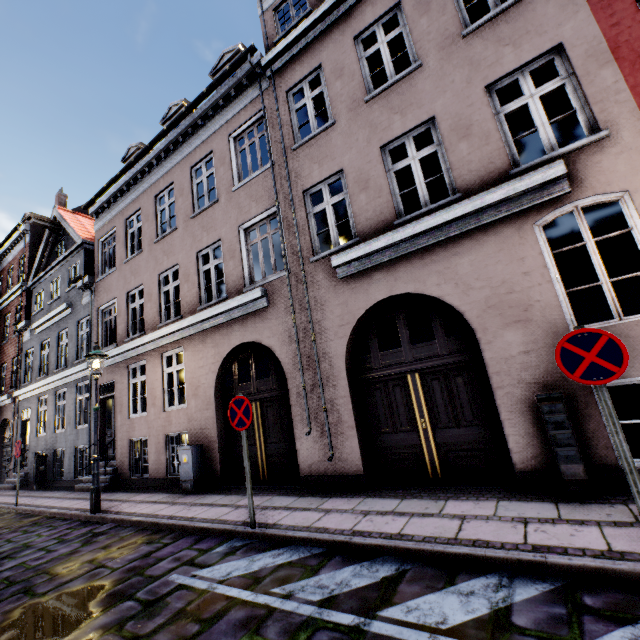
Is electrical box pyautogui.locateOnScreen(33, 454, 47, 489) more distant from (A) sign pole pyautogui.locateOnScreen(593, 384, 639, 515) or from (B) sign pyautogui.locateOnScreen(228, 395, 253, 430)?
(A) sign pole pyautogui.locateOnScreen(593, 384, 639, 515)

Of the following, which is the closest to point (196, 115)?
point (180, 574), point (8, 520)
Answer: point (180, 574)

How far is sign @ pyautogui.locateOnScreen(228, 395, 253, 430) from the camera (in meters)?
4.99

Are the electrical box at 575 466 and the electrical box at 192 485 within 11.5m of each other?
yes

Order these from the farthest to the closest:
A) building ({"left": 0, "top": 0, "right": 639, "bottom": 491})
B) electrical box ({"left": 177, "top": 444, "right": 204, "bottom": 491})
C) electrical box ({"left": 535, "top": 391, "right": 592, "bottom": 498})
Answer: electrical box ({"left": 177, "top": 444, "right": 204, "bottom": 491})
building ({"left": 0, "top": 0, "right": 639, "bottom": 491})
electrical box ({"left": 535, "top": 391, "right": 592, "bottom": 498})

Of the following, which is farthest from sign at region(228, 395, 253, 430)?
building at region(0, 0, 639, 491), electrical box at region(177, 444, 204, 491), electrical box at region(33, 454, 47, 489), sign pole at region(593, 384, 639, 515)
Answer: electrical box at region(33, 454, 47, 489)

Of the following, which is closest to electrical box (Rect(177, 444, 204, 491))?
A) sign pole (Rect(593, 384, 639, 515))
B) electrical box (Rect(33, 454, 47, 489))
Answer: sign pole (Rect(593, 384, 639, 515))

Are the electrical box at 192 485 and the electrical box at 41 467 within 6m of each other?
no
